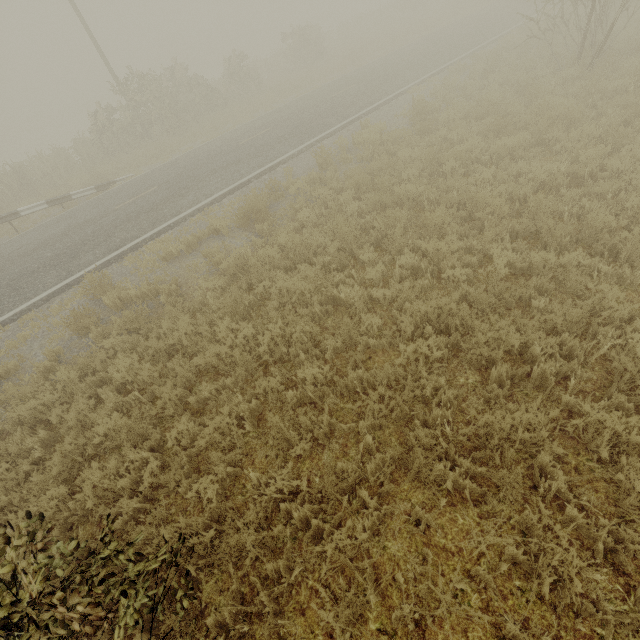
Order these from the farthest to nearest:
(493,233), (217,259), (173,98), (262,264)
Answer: (173,98)
(217,259)
(262,264)
(493,233)
